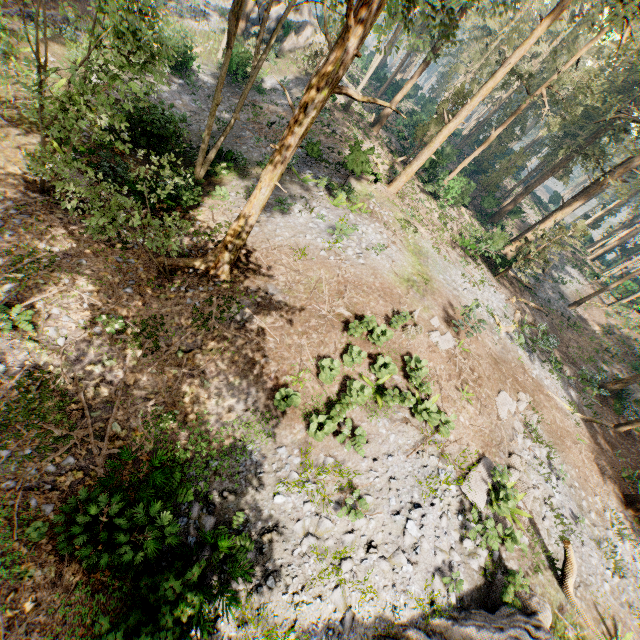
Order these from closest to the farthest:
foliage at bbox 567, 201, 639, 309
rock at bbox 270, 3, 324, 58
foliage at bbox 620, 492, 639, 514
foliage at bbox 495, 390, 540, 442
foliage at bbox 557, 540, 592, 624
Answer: foliage at bbox 557, 540, 592, 624 → foliage at bbox 495, 390, 540, 442 → foliage at bbox 620, 492, 639, 514 → foliage at bbox 567, 201, 639, 309 → rock at bbox 270, 3, 324, 58

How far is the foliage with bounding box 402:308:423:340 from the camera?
13.9 meters

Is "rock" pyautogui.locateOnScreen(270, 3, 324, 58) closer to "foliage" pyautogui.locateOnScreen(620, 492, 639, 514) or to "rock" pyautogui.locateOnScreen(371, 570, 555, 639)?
"foliage" pyautogui.locateOnScreen(620, 492, 639, 514)

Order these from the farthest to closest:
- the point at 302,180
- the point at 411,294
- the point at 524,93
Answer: the point at 524,93 < the point at 302,180 < the point at 411,294

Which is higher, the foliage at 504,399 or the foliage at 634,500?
the foliage at 634,500

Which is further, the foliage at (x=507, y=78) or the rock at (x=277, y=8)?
the rock at (x=277, y=8)

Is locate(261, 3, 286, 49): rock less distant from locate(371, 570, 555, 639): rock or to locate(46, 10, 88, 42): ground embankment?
locate(46, 10, 88, 42): ground embankment
